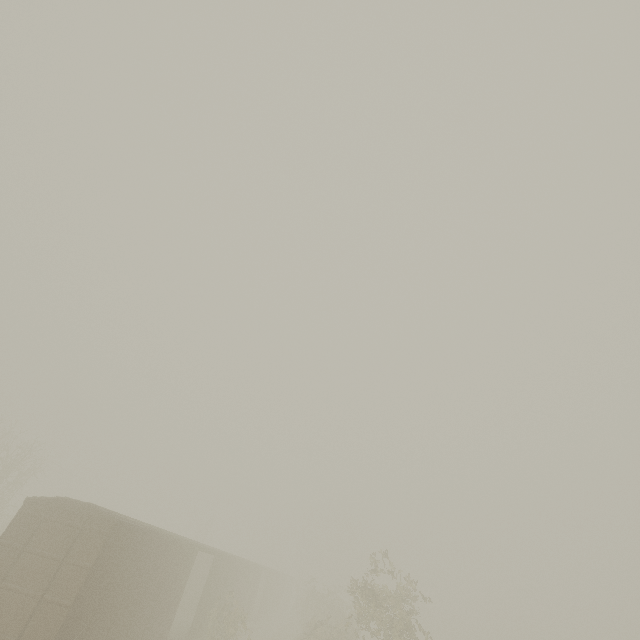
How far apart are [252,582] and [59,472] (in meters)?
43.17
